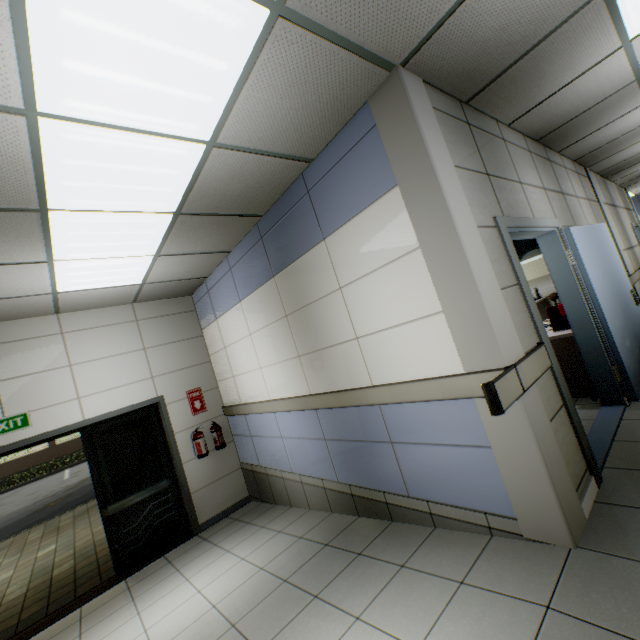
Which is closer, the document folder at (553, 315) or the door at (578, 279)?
the door at (578, 279)

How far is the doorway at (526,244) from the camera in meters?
6.8 m

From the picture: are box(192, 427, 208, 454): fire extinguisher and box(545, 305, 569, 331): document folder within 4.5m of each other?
no

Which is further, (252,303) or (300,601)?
(252,303)

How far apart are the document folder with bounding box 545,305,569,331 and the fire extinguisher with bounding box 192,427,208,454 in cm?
546

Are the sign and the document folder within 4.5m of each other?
no

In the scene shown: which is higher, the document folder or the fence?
the document folder

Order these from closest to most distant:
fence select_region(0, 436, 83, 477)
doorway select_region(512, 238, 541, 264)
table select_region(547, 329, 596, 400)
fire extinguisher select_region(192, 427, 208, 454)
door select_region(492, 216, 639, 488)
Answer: door select_region(492, 216, 639, 488) → table select_region(547, 329, 596, 400) → fire extinguisher select_region(192, 427, 208, 454) → doorway select_region(512, 238, 541, 264) → fence select_region(0, 436, 83, 477)
